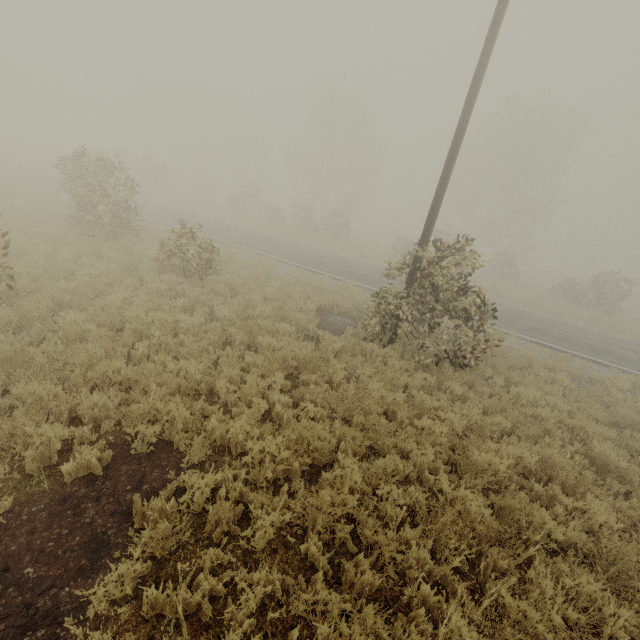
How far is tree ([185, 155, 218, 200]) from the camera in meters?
39.9 m

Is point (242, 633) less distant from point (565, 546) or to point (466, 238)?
point (565, 546)

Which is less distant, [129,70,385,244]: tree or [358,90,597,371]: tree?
[358,90,597,371]: tree

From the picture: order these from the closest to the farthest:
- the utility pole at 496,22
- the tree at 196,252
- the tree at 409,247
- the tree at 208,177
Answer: the utility pole at 496,22 < the tree at 409,247 < the tree at 196,252 < the tree at 208,177

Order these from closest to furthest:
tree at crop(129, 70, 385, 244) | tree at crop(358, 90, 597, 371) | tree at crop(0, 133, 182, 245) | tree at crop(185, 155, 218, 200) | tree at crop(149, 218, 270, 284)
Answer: tree at crop(358, 90, 597, 371) → tree at crop(149, 218, 270, 284) → tree at crop(0, 133, 182, 245) → tree at crop(129, 70, 385, 244) → tree at crop(185, 155, 218, 200)

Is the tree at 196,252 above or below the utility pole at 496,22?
below
